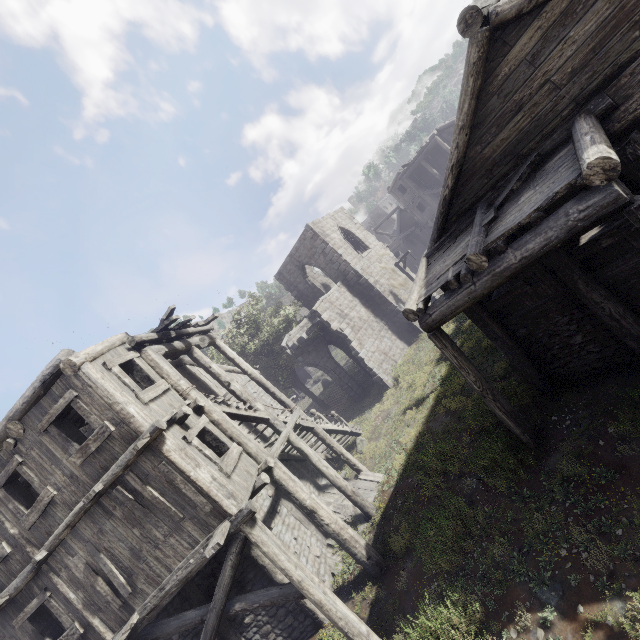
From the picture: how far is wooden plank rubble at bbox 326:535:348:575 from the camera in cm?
1079

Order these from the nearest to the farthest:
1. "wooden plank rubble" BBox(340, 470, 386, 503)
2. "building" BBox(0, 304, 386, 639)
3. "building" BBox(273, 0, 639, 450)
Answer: "building" BBox(273, 0, 639, 450), "building" BBox(0, 304, 386, 639), "wooden plank rubble" BBox(340, 470, 386, 503)

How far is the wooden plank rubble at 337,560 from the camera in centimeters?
1079cm

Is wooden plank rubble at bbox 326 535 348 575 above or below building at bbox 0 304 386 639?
below

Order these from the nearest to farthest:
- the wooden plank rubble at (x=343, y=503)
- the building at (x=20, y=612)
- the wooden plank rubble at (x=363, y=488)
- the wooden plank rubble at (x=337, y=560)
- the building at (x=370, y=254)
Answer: the building at (x=370, y=254) < the building at (x=20, y=612) < the wooden plank rubble at (x=337, y=560) < the wooden plank rubble at (x=343, y=503) < the wooden plank rubble at (x=363, y=488)

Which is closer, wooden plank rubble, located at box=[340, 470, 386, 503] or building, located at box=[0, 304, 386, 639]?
building, located at box=[0, 304, 386, 639]

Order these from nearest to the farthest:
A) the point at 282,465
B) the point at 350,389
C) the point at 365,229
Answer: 1. the point at 282,465
2. the point at 350,389
3. the point at 365,229
